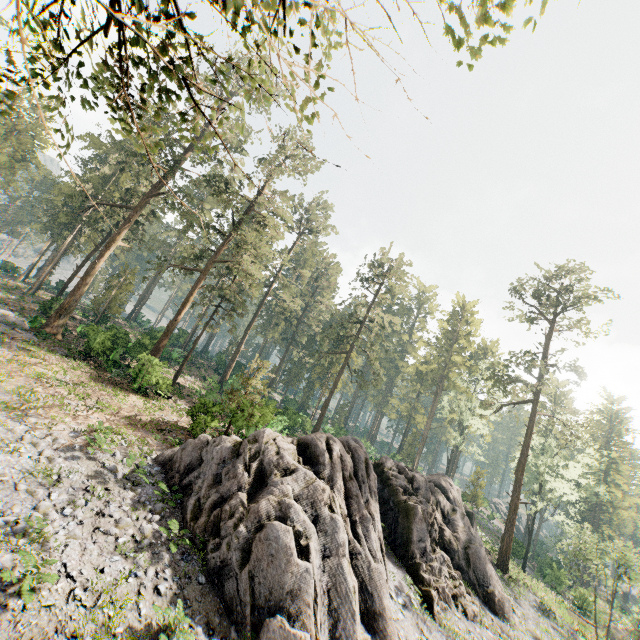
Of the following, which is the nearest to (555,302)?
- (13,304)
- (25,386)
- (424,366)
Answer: (424,366)

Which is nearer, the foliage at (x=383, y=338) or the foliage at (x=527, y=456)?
the foliage at (x=383, y=338)

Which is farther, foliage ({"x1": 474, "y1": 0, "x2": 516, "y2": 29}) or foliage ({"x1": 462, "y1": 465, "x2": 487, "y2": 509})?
foliage ({"x1": 462, "y1": 465, "x2": 487, "y2": 509})

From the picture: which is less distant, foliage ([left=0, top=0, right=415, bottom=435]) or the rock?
foliage ([left=0, top=0, right=415, bottom=435])

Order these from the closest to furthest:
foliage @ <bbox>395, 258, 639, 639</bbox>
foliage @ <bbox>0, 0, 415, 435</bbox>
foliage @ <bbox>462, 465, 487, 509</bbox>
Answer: foliage @ <bbox>0, 0, 415, 435</bbox> → foliage @ <bbox>395, 258, 639, 639</bbox> → foliage @ <bbox>462, 465, 487, 509</bbox>

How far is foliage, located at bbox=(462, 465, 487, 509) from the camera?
43.81m

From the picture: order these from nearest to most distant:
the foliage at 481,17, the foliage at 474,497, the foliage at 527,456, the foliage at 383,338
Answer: the foliage at 481,17 → the foliage at 383,338 → the foliage at 527,456 → the foliage at 474,497
